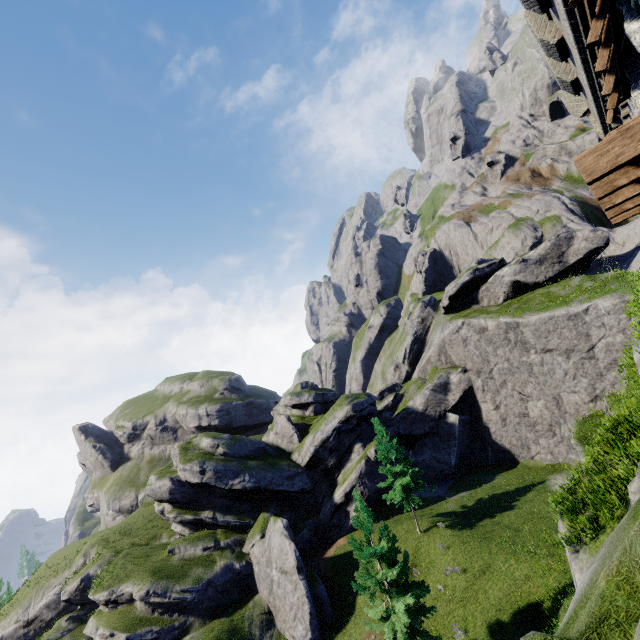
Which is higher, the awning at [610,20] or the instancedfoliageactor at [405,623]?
the awning at [610,20]

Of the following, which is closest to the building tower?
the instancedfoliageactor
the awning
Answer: the awning

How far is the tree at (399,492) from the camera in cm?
2848

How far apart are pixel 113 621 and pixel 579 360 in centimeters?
4735cm

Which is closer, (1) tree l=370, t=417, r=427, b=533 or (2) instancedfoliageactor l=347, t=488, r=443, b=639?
(2) instancedfoliageactor l=347, t=488, r=443, b=639

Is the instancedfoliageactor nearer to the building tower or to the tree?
the tree

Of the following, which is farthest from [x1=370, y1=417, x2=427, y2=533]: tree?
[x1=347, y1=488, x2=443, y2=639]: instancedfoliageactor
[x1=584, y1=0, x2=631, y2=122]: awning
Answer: [x1=584, y1=0, x2=631, y2=122]: awning

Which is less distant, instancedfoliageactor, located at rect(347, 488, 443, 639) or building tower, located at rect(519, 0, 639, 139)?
building tower, located at rect(519, 0, 639, 139)
